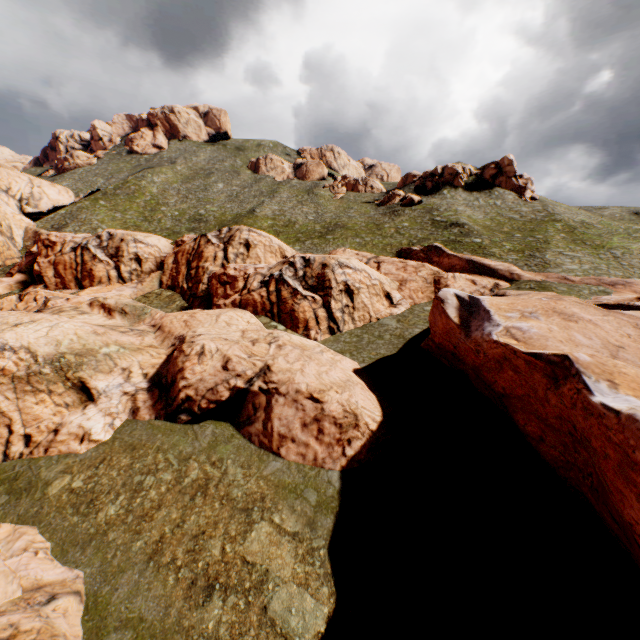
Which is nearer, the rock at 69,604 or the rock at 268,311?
the rock at 69,604

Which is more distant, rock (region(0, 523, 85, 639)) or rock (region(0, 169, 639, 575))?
rock (region(0, 169, 639, 575))

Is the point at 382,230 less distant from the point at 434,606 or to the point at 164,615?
the point at 434,606

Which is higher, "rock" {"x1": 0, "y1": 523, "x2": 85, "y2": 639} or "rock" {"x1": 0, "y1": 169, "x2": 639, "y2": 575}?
"rock" {"x1": 0, "y1": 169, "x2": 639, "y2": 575}

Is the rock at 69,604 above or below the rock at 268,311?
below
